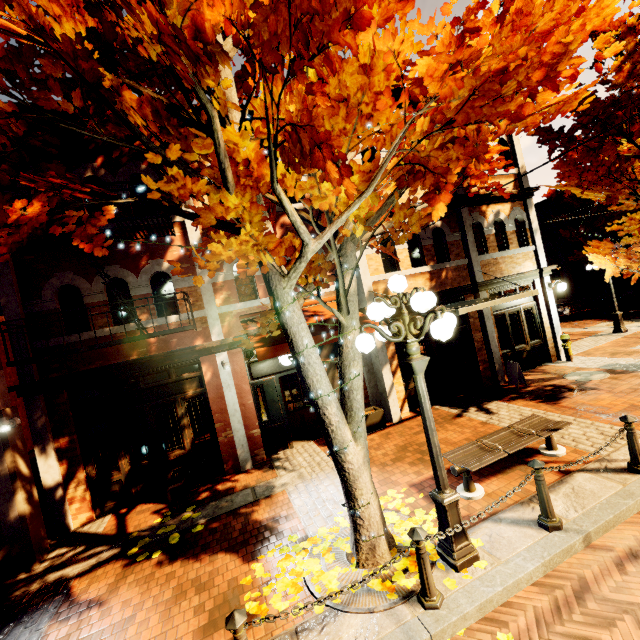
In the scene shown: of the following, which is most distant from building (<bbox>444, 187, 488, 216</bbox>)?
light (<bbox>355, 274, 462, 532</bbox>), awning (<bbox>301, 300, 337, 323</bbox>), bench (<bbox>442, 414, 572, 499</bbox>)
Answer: light (<bbox>355, 274, 462, 532</bbox>)

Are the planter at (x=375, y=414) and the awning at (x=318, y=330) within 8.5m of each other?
yes

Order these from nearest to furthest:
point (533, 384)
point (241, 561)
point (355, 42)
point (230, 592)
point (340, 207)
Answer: point (355, 42), point (340, 207), point (230, 592), point (241, 561), point (533, 384)

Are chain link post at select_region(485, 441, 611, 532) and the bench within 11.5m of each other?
yes

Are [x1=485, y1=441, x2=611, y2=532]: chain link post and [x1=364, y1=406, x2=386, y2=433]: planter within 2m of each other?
no

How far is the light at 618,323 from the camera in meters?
13.4 m

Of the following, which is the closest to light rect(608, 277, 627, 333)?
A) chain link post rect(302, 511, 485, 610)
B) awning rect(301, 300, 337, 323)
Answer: awning rect(301, 300, 337, 323)

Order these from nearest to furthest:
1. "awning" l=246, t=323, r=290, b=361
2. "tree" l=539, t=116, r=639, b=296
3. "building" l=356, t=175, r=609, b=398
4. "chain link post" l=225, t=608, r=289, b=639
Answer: "chain link post" l=225, t=608, r=289, b=639, "awning" l=246, t=323, r=290, b=361, "tree" l=539, t=116, r=639, b=296, "building" l=356, t=175, r=609, b=398
